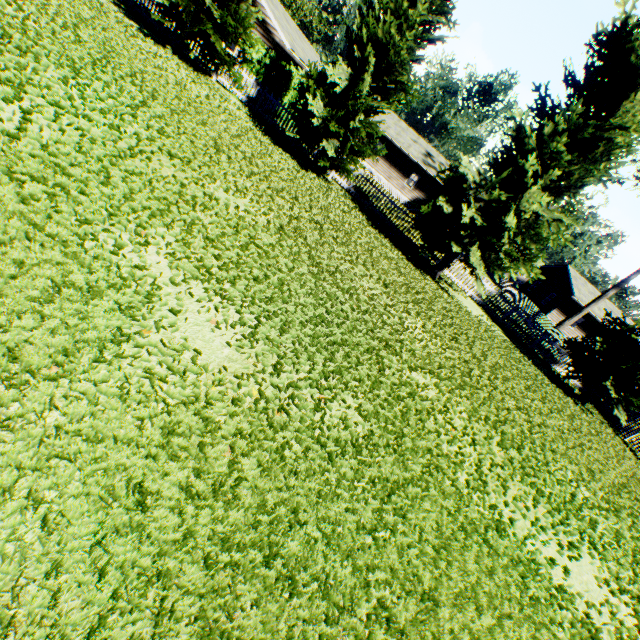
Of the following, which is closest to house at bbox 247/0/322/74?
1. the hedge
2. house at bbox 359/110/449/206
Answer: the hedge

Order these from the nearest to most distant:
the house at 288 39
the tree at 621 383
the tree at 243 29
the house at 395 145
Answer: the tree at 243 29 → the tree at 621 383 → the house at 288 39 → the house at 395 145

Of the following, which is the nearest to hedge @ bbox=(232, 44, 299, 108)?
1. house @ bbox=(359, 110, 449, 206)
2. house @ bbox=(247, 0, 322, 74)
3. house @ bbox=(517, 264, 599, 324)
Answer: house @ bbox=(359, 110, 449, 206)

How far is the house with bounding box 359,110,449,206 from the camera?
33.9m

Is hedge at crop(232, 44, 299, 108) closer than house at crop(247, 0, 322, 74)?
Yes

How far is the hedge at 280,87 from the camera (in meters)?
15.00

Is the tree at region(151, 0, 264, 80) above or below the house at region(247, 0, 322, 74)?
below

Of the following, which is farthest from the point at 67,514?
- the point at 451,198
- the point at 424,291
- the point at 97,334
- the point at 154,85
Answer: the point at 451,198
